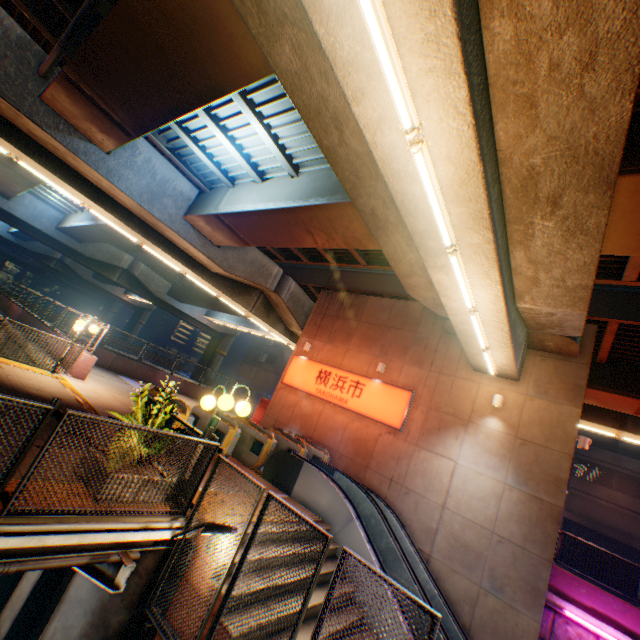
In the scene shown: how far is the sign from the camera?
12.9 meters

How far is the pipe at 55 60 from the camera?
8.6 meters

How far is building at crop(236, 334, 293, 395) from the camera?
50.38m

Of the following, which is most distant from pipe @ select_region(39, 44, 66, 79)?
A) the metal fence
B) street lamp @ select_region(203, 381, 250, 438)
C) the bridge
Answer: the bridge

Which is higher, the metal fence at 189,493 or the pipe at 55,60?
the pipe at 55,60

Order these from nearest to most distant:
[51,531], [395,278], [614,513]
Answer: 1. [51,531]
2. [395,278]
3. [614,513]

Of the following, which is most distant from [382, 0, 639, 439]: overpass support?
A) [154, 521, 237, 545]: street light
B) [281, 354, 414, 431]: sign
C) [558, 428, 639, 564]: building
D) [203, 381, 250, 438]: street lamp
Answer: [558, 428, 639, 564]: building

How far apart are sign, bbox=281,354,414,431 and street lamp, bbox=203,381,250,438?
8.09m
